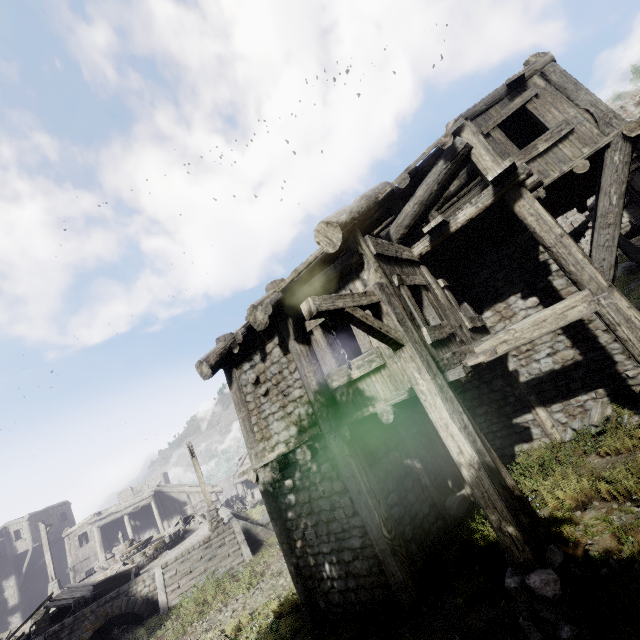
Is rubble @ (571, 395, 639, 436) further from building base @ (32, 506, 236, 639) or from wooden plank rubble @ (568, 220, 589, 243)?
building base @ (32, 506, 236, 639)

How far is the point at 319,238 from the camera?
5.6m

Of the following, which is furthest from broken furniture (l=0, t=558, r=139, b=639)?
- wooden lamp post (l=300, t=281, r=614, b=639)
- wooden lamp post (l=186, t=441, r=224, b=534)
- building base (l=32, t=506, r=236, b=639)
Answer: wooden lamp post (l=300, t=281, r=614, b=639)

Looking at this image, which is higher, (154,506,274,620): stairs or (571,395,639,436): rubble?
(571,395,639,436): rubble

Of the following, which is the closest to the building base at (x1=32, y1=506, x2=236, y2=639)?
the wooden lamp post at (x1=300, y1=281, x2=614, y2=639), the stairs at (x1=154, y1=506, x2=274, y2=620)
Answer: the stairs at (x1=154, y1=506, x2=274, y2=620)

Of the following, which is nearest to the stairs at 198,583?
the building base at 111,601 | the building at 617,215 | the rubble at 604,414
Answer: the building base at 111,601

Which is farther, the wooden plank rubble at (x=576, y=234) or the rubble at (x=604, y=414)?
the wooden plank rubble at (x=576, y=234)

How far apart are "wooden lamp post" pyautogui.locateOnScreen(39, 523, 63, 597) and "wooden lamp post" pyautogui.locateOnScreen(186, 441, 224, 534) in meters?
13.0 m
